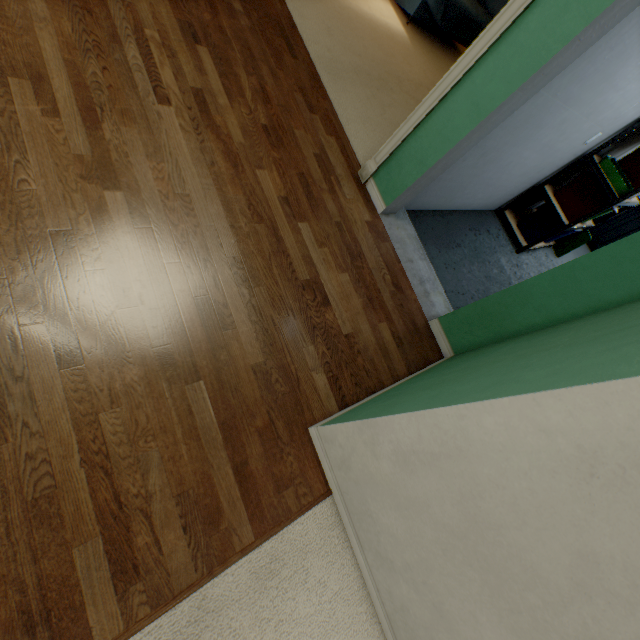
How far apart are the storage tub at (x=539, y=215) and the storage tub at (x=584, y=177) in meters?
0.1

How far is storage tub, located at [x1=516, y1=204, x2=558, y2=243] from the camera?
3.78m

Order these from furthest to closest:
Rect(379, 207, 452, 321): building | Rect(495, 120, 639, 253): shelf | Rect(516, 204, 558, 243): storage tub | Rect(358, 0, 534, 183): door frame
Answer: Rect(516, 204, 558, 243): storage tub
Rect(495, 120, 639, 253): shelf
Rect(379, 207, 452, 321): building
Rect(358, 0, 534, 183): door frame

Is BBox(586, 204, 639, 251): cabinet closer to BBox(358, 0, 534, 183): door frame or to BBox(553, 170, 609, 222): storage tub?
BBox(553, 170, 609, 222): storage tub

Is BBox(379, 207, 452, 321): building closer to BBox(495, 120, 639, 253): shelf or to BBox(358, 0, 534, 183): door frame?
BBox(358, 0, 534, 183): door frame

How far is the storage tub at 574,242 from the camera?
4.4 meters

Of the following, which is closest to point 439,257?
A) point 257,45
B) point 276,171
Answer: point 276,171

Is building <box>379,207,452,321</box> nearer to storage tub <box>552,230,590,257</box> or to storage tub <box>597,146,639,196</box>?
storage tub <box>597,146,639,196</box>
